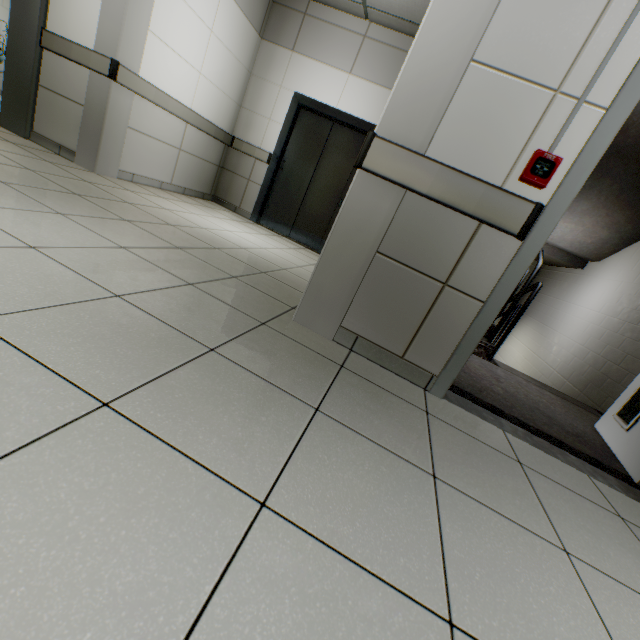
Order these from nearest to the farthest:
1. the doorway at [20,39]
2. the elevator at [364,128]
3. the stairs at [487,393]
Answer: the stairs at [487,393] < the doorway at [20,39] < the elevator at [364,128]

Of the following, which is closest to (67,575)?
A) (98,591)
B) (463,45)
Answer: (98,591)

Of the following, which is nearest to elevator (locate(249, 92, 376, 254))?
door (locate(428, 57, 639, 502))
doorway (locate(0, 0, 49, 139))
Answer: doorway (locate(0, 0, 49, 139))

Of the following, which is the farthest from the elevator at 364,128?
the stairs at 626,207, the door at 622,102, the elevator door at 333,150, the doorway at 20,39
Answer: the door at 622,102

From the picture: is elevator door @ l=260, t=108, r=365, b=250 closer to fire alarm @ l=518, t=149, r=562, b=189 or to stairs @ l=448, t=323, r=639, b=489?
stairs @ l=448, t=323, r=639, b=489

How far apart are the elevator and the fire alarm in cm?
379

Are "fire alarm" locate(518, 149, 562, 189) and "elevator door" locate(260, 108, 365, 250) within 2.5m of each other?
no

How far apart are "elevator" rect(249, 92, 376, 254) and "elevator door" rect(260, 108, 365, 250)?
0.01m
